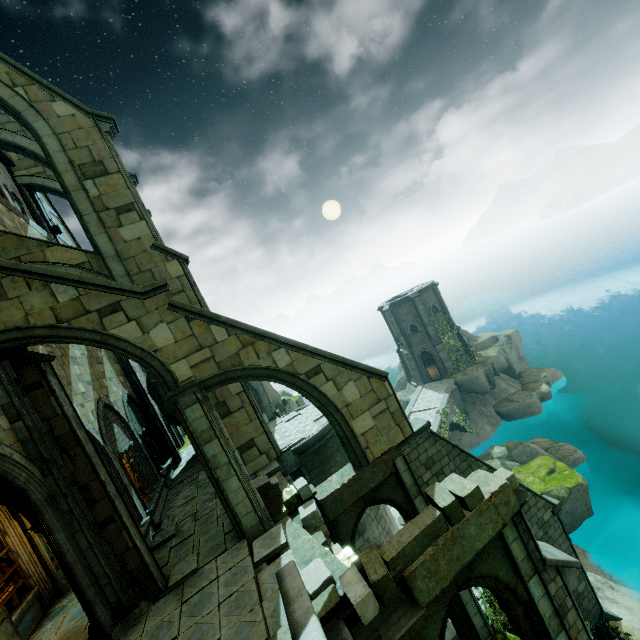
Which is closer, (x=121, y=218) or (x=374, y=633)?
(x=374, y=633)

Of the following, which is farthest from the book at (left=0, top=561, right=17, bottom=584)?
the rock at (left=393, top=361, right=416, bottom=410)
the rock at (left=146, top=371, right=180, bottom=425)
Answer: the rock at (left=393, top=361, right=416, bottom=410)

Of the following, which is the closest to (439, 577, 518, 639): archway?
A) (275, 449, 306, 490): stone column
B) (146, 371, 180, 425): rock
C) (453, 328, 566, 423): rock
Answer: (275, 449, 306, 490): stone column

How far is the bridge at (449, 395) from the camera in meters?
28.7 m

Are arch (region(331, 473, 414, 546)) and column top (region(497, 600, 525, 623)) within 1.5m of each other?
no

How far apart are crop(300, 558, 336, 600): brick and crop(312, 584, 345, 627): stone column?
0.1 meters

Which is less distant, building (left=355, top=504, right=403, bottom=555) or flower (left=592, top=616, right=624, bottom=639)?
flower (left=592, top=616, right=624, bottom=639)

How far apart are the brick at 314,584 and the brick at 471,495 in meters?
2.5
